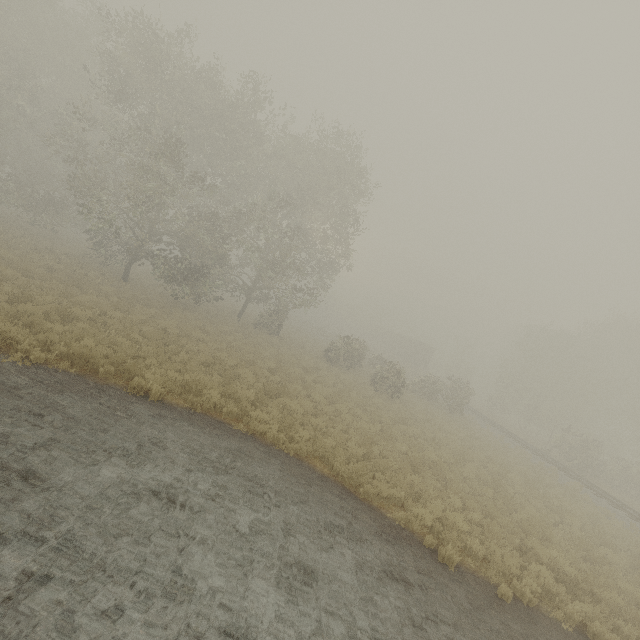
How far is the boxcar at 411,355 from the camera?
50.75m

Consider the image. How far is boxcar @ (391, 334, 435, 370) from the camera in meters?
50.8

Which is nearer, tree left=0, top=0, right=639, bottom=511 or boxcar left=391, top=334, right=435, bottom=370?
tree left=0, top=0, right=639, bottom=511

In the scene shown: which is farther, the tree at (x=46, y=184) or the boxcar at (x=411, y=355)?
the boxcar at (x=411, y=355)

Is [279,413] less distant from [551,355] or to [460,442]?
[460,442]
